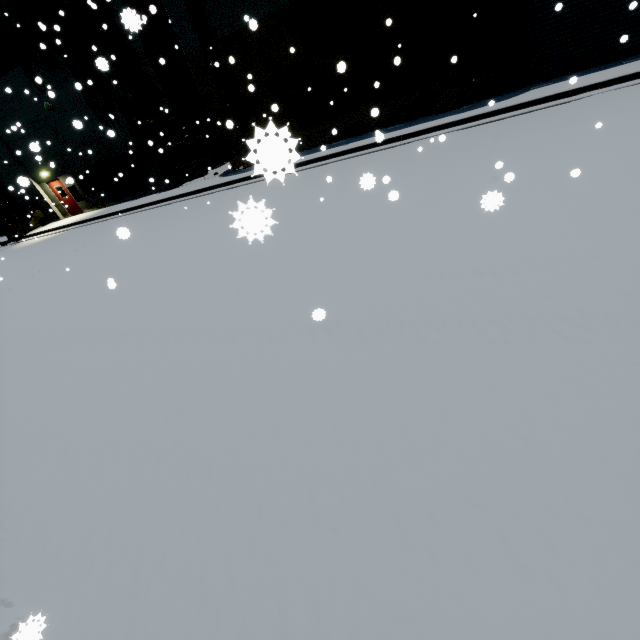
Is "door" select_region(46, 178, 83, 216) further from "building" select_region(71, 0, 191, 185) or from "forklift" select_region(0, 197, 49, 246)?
"forklift" select_region(0, 197, 49, 246)

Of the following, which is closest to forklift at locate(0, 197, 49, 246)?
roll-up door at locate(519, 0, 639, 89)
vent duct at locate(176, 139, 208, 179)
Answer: vent duct at locate(176, 139, 208, 179)

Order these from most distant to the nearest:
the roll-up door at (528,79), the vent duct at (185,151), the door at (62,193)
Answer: the door at (62,193) → the vent duct at (185,151) → the roll-up door at (528,79)

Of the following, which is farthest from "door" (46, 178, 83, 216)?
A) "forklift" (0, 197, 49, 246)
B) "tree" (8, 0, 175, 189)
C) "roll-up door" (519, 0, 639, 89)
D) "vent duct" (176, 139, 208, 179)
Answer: "roll-up door" (519, 0, 639, 89)

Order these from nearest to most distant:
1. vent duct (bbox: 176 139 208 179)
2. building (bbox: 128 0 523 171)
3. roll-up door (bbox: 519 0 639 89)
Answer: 1. roll-up door (bbox: 519 0 639 89)
2. building (bbox: 128 0 523 171)
3. vent duct (bbox: 176 139 208 179)

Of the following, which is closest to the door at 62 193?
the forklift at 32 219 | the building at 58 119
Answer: the building at 58 119

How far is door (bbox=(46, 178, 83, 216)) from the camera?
21.11m

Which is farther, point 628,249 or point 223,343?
point 223,343
